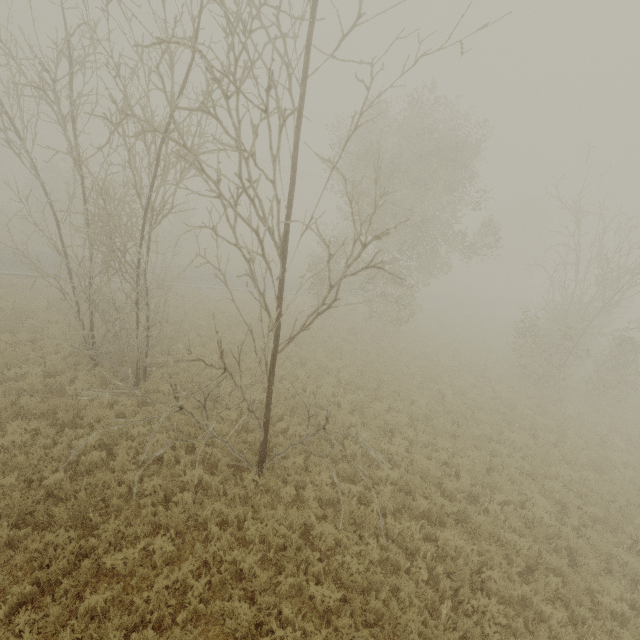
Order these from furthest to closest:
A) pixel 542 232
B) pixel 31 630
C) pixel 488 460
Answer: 1. pixel 542 232
2. pixel 488 460
3. pixel 31 630
